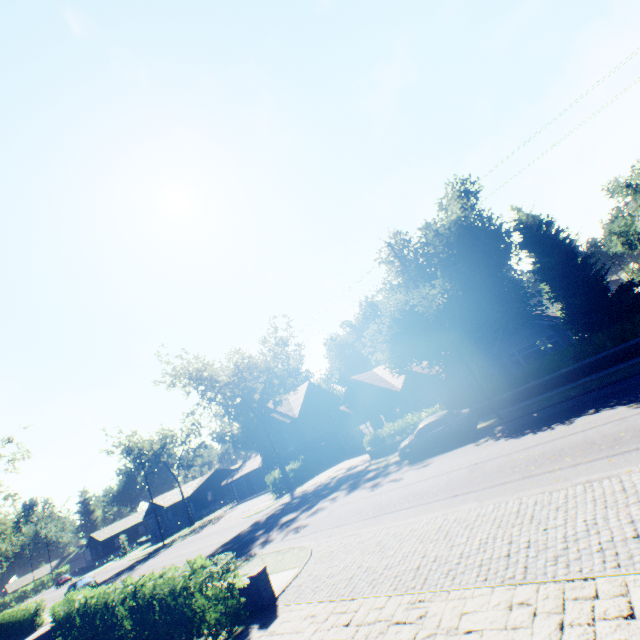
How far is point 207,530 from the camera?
34.3 meters

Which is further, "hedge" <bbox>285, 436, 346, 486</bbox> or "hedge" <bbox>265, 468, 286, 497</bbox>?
"hedge" <bbox>285, 436, 346, 486</bbox>

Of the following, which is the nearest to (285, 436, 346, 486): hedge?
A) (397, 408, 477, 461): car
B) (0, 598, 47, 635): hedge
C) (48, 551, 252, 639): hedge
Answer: (397, 408, 477, 461): car

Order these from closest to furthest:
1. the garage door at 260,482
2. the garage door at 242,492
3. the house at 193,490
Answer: the garage door at 260,482, the garage door at 242,492, the house at 193,490

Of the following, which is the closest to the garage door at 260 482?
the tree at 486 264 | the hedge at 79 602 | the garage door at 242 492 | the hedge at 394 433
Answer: the garage door at 242 492

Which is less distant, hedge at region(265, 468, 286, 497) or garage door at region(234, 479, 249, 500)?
hedge at region(265, 468, 286, 497)

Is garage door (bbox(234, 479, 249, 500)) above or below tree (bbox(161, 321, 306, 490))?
below

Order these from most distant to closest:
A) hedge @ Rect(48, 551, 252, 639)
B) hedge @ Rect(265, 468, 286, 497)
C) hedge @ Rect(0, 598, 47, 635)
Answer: hedge @ Rect(265, 468, 286, 497), hedge @ Rect(0, 598, 47, 635), hedge @ Rect(48, 551, 252, 639)
